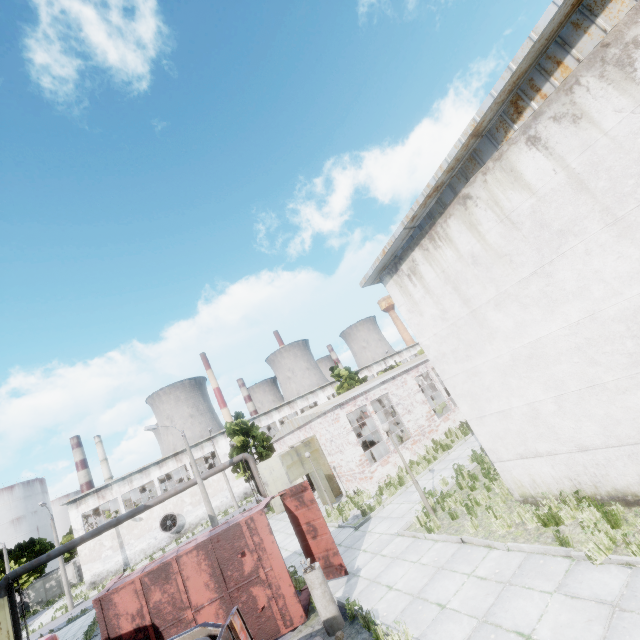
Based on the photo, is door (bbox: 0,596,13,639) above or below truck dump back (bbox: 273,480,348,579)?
above

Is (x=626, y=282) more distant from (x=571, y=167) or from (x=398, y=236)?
(x=398, y=236)

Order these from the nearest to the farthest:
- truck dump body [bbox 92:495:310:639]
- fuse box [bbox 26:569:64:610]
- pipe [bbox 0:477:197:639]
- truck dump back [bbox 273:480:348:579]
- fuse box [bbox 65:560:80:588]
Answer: truck dump body [bbox 92:495:310:639], truck dump back [bbox 273:480:348:579], pipe [bbox 0:477:197:639], fuse box [bbox 26:569:64:610], fuse box [bbox 65:560:80:588]

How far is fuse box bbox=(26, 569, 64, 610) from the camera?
45.38m

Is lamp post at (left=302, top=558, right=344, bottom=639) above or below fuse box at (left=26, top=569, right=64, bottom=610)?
below

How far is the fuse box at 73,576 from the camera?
47.6 meters

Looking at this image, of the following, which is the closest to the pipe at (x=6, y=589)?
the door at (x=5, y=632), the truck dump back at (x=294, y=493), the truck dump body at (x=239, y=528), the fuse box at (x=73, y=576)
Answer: the door at (x=5, y=632)
